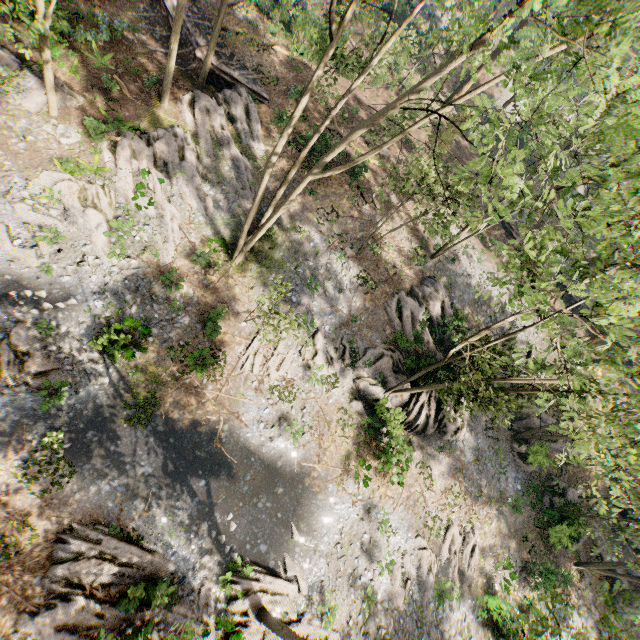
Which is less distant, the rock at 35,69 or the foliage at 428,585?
the rock at 35,69

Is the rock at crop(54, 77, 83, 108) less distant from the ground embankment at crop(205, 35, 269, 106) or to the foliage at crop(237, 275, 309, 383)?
the foliage at crop(237, 275, 309, 383)

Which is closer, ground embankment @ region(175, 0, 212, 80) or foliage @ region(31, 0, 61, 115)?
foliage @ region(31, 0, 61, 115)

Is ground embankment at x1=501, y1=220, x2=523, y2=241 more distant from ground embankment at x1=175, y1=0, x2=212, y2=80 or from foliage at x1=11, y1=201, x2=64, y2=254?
ground embankment at x1=175, y1=0, x2=212, y2=80

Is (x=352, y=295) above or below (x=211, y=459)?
above

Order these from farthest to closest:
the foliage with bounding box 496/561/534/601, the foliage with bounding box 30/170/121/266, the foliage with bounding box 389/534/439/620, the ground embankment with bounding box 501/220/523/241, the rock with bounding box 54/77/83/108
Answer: the ground embankment with bounding box 501/220/523/241
the foliage with bounding box 496/561/534/601
the foliage with bounding box 389/534/439/620
the rock with bounding box 54/77/83/108
the foliage with bounding box 30/170/121/266

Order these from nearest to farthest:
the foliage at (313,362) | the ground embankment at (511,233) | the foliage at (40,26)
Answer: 1. the foliage at (40,26)
2. the foliage at (313,362)
3. the ground embankment at (511,233)
